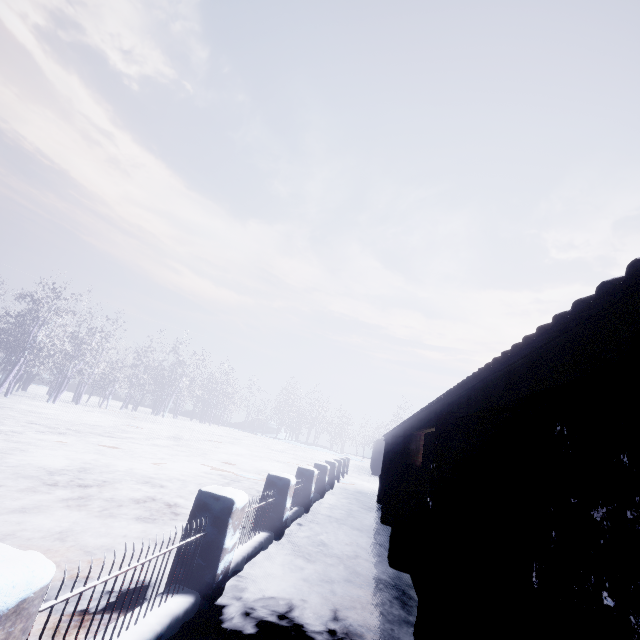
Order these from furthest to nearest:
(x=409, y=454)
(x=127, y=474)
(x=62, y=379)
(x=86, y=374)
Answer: (x=62, y=379)
(x=86, y=374)
(x=127, y=474)
(x=409, y=454)
